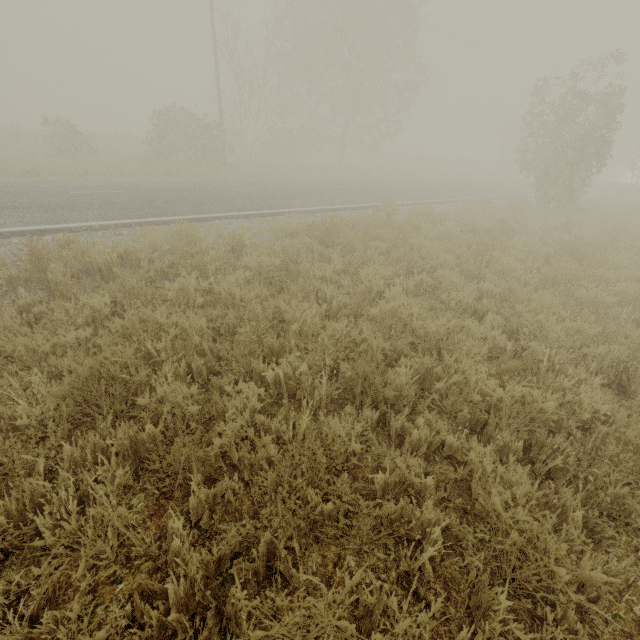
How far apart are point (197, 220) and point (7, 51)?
88.0 meters
